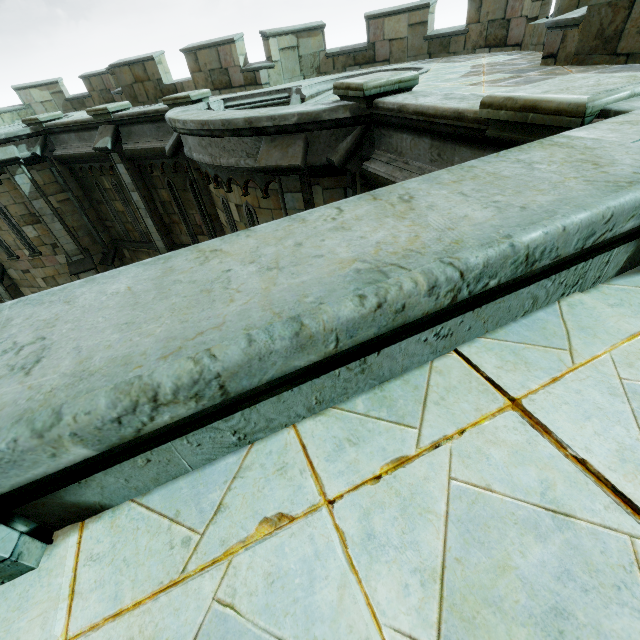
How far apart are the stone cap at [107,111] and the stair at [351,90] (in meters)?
8.38

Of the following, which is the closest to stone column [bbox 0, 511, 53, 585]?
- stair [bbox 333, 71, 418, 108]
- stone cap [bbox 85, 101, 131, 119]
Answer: stair [bbox 333, 71, 418, 108]

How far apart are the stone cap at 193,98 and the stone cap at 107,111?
2.2 meters

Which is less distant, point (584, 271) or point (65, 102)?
point (584, 271)

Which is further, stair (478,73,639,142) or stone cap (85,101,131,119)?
stone cap (85,101,131,119)

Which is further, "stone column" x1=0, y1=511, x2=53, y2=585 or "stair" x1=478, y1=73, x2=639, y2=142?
"stair" x1=478, y1=73, x2=639, y2=142

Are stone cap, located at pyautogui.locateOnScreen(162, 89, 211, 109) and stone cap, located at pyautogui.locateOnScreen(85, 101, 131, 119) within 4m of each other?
yes

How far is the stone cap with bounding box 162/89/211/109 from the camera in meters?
8.5 m
